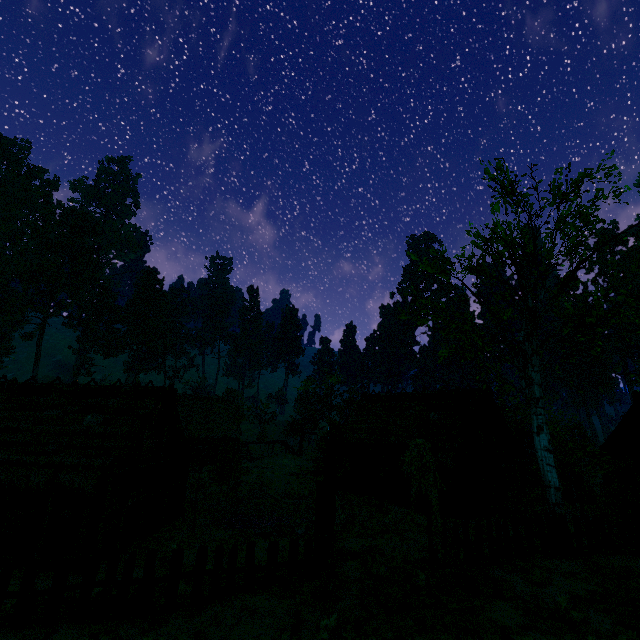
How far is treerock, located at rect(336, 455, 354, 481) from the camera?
23.4 meters

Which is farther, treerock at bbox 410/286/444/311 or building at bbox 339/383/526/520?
building at bbox 339/383/526/520

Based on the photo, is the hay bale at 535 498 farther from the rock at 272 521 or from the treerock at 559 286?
the rock at 272 521

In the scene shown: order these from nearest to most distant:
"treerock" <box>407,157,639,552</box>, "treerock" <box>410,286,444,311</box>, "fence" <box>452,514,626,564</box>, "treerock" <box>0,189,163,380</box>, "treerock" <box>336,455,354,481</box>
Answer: "fence" <box>452,514,626,564</box>, "treerock" <box>407,157,639,552</box>, "treerock" <box>410,286,444,311</box>, "treerock" <box>336,455,354,481</box>, "treerock" <box>0,189,163,380</box>

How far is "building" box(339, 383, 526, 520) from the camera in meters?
19.1

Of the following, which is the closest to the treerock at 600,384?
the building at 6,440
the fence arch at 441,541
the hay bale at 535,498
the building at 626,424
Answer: the building at 6,440

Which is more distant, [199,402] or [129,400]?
[199,402]

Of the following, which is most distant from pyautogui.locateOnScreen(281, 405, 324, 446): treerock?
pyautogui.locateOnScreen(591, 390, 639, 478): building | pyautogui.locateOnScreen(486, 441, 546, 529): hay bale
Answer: pyautogui.locateOnScreen(486, 441, 546, 529): hay bale
